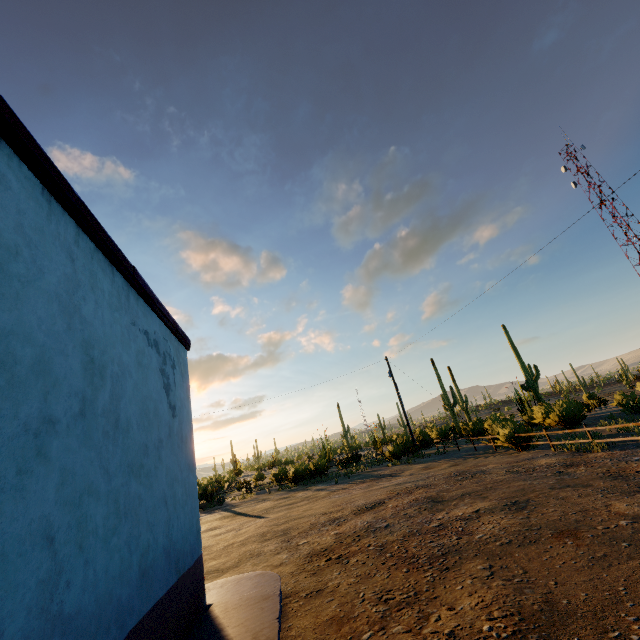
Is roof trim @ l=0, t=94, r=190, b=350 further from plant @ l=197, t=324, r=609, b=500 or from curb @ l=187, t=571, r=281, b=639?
plant @ l=197, t=324, r=609, b=500

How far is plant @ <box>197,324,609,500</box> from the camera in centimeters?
2088cm

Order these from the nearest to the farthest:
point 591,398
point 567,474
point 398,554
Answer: point 398,554 < point 567,474 < point 591,398

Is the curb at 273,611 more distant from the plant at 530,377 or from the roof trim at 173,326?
the plant at 530,377

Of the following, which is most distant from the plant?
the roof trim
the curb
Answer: the roof trim

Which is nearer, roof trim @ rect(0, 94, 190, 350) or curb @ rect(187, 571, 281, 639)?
roof trim @ rect(0, 94, 190, 350)

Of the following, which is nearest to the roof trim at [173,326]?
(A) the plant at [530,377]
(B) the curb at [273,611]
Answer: (B) the curb at [273,611]
